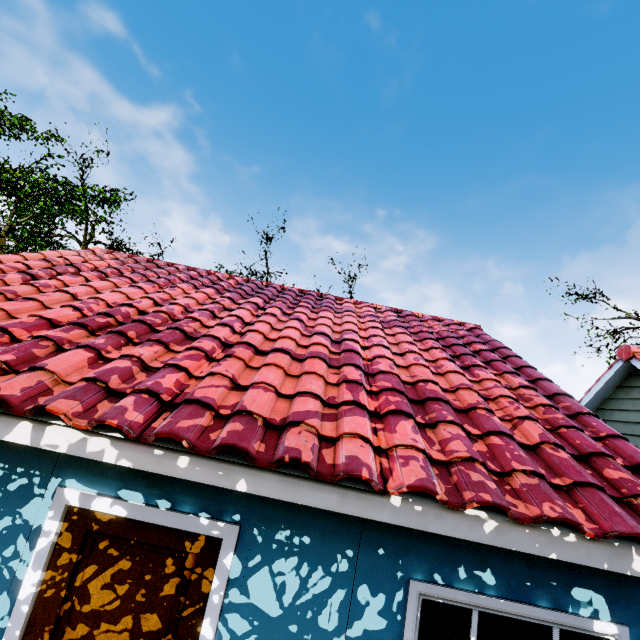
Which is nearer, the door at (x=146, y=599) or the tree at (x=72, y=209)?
the door at (x=146, y=599)

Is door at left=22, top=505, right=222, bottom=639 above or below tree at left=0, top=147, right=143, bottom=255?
below

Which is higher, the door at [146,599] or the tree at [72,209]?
the tree at [72,209]

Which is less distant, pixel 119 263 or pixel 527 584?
pixel 527 584

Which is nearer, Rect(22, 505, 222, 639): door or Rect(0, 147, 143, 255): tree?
Rect(22, 505, 222, 639): door
